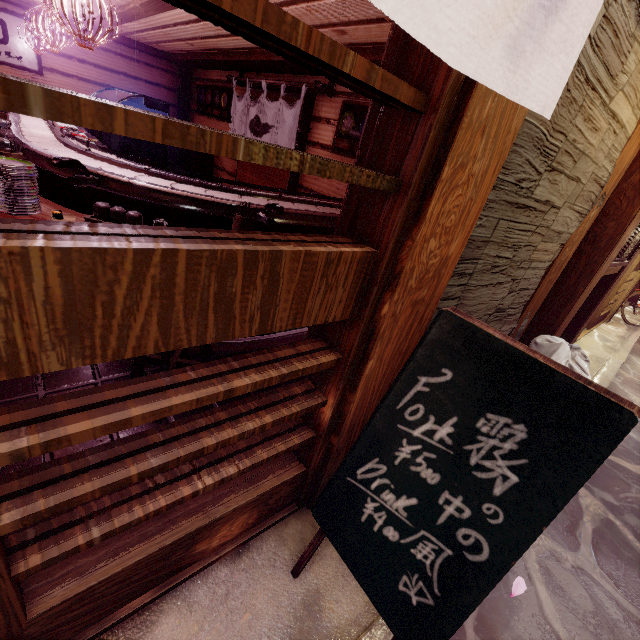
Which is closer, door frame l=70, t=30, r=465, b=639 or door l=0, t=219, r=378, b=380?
door l=0, t=219, r=378, b=380

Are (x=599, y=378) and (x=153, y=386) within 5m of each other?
no

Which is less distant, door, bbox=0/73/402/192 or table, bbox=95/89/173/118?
door, bbox=0/73/402/192

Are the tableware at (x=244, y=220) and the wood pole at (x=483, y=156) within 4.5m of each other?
yes

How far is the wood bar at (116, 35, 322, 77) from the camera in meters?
8.4 m

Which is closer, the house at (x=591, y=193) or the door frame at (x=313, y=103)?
the house at (x=591, y=193)

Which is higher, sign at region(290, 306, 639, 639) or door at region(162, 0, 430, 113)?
door at region(162, 0, 430, 113)

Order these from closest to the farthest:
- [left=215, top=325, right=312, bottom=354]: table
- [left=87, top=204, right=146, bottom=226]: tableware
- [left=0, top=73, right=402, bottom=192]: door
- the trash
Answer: [left=0, top=73, right=402, bottom=192]: door, [left=87, top=204, right=146, bottom=226]: tableware, the trash, [left=215, top=325, right=312, bottom=354]: table
